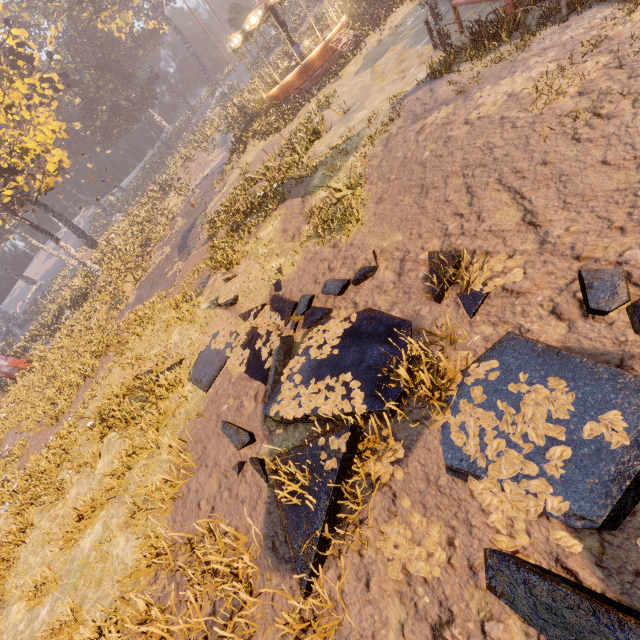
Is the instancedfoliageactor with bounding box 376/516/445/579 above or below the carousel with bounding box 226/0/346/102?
below

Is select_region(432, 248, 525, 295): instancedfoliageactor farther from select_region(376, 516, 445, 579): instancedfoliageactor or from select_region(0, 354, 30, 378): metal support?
select_region(0, 354, 30, 378): metal support

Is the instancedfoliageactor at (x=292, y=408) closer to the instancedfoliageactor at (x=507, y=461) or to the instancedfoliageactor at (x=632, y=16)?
the instancedfoliageactor at (x=507, y=461)

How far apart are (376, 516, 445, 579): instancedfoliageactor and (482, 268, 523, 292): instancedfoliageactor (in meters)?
2.79

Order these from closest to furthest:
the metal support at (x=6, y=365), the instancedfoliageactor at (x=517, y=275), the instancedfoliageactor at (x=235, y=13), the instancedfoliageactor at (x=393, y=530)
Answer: the instancedfoliageactor at (x=393, y=530)
the instancedfoliageactor at (x=517, y=275)
the metal support at (x=6, y=365)
the instancedfoliageactor at (x=235, y=13)

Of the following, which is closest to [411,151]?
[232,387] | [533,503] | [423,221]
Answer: [423,221]

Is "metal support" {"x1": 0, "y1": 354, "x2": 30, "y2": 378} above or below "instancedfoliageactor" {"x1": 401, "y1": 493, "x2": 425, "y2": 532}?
above

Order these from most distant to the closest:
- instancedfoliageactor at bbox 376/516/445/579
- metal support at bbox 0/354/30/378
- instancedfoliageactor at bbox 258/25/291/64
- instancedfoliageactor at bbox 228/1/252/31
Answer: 1. instancedfoliageactor at bbox 228/1/252/31
2. instancedfoliageactor at bbox 258/25/291/64
3. metal support at bbox 0/354/30/378
4. instancedfoliageactor at bbox 376/516/445/579
